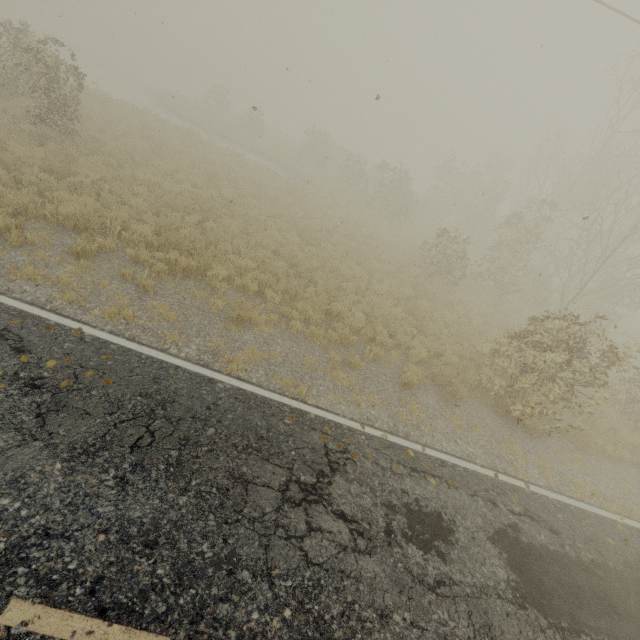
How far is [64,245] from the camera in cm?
770
